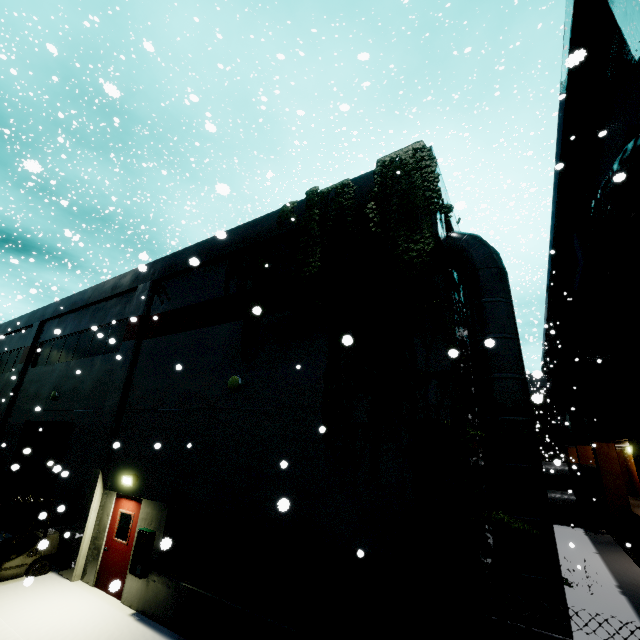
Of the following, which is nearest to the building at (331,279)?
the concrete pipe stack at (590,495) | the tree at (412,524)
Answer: the tree at (412,524)

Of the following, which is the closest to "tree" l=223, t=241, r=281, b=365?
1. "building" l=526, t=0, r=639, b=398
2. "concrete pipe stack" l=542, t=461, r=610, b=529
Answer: "building" l=526, t=0, r=639, b=398

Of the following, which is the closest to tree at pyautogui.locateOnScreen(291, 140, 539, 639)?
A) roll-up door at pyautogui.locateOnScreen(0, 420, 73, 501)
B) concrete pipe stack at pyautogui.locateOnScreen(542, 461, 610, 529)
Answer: roll-up door at pyautogui.locateOnScreen(0, 420, 73, 501)

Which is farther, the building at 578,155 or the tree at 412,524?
the building at 578,155

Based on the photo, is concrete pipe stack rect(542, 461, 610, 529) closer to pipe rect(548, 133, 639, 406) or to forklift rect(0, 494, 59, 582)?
pipe rect(548, 133, 639, 406)

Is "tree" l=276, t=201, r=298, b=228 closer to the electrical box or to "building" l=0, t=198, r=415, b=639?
"building" l=0, t=198, r=415, b=639

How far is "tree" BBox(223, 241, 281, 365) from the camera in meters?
8.7

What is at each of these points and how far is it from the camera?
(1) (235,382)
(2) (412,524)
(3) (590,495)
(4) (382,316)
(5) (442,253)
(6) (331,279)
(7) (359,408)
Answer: (1) light, 8.5m
(2) tree, 5.2m
(3) concrete pipe stack, 20.9m
(4) building, 7.1m
(5) building, 6.8m
(6) building, 8.2m
(7) building, 6.6m
